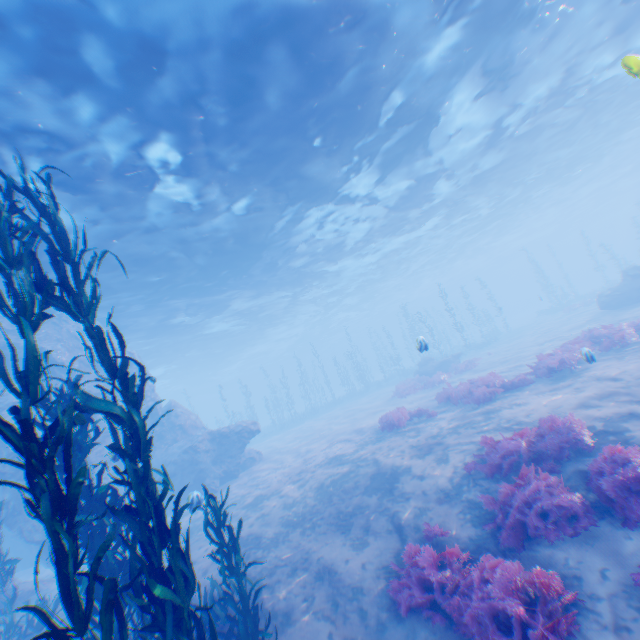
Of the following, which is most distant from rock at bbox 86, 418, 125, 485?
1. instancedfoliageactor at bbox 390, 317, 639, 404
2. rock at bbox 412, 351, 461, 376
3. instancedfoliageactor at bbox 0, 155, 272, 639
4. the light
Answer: rock at bbox 412, 351, 461, 376

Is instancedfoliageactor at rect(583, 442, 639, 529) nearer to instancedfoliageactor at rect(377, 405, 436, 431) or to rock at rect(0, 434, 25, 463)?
rock at rect(0, 434, 25, 463)

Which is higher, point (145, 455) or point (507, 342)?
point (145, 455)

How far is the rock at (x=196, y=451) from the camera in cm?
1738

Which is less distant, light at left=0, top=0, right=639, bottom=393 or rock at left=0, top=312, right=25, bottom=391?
light at left=0, top=0, right=639, bottom=393

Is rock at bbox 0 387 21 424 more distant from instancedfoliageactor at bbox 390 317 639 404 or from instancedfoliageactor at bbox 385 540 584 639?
instancedfoliageactor at bbox 390 317 639 404

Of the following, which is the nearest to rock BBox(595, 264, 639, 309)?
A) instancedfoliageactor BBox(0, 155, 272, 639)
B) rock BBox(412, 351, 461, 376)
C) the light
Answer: the light

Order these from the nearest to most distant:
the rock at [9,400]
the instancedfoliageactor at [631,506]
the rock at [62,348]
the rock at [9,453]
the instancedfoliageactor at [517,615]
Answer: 1. the instancedfoliageactor at [517,615]
2. the instancedfoliageactor at [631,506]
3. the rock at [9,453]
4. the rock at [9,400]
5. the rock at [62,348]
